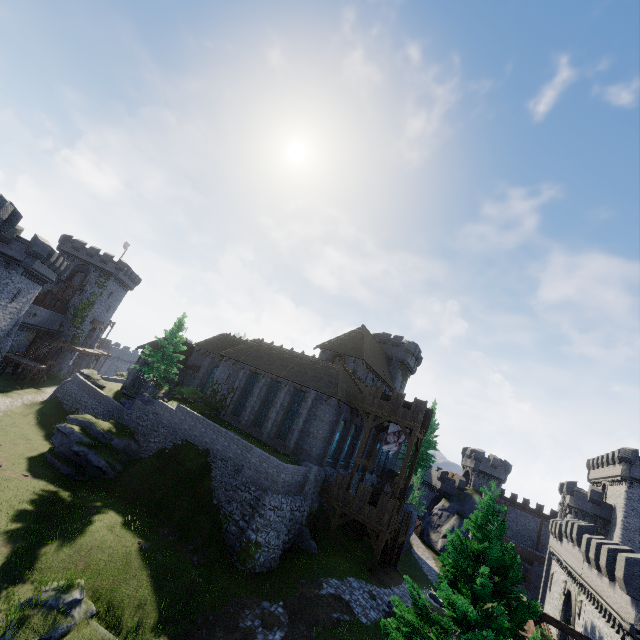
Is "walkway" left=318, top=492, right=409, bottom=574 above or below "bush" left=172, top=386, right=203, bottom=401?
below

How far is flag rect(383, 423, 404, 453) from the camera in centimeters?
2848cm

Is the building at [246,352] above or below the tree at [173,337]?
below

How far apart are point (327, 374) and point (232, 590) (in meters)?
17.00

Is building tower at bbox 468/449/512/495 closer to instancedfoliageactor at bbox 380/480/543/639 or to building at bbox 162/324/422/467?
building at bbox 162/324/422/467

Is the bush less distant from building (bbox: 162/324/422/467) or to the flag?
building (bbox: 162/324/422/467)

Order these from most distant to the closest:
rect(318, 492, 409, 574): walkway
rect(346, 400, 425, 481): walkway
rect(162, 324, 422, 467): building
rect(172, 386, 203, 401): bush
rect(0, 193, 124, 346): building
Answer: rect(172, 386, 203, 401): bush → rect(0, 193, 124, 346): building → rect(162, 324, 422, 467): building → rect(346, 400, 425, 481): walkway → rect(318, 492, 409, 574): walkway

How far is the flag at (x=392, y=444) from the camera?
28.5m
